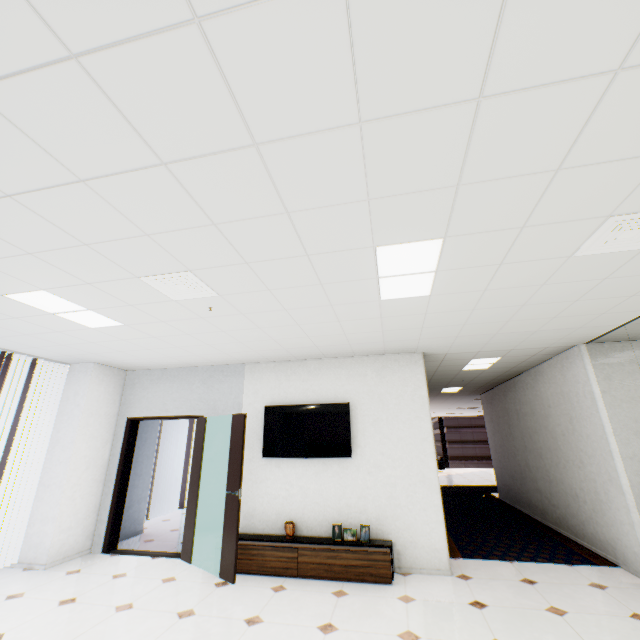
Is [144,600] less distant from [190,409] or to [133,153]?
[190,409]

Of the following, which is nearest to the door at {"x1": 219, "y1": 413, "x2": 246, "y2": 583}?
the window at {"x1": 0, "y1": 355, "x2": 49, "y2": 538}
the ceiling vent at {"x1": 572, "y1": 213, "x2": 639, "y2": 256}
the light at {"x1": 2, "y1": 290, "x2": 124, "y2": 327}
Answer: the light at {"x1": 2, "y1": 290, "x2": 124, "y2": 327}

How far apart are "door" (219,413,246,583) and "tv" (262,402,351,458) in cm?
60

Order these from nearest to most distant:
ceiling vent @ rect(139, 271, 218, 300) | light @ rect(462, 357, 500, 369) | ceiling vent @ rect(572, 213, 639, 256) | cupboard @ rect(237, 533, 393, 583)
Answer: ceiling vent @ rect(572, 213, 639, 256) → ceiling vent @ rect(139, 271, 218, 300) → cupboard @ rect(237, 533, 393, 583) → light @ rect(462, 357, 500, 369)

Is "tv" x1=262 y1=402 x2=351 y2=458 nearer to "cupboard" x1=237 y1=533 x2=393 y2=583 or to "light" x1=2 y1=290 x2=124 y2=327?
"cupboard" x1=237 y1=533 x2=393 y2=583

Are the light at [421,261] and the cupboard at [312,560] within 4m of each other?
yes

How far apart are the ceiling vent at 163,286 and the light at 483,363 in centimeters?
468cm

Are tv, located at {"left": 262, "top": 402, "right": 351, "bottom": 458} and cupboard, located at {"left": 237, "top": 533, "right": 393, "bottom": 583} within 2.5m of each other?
yes
